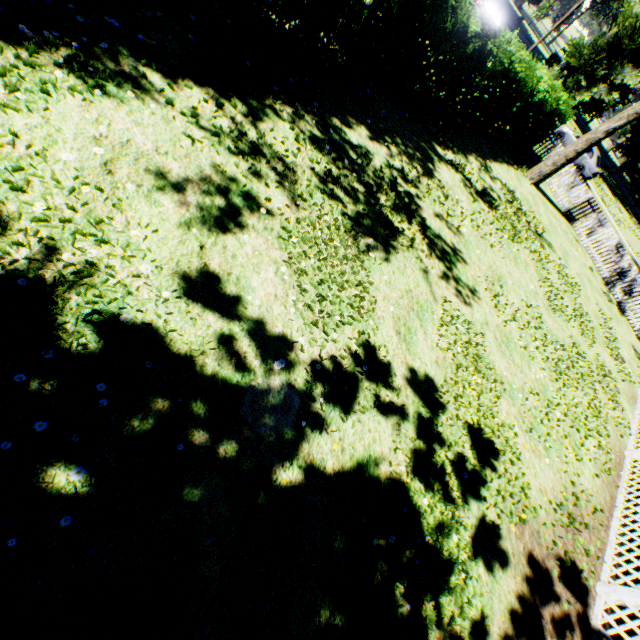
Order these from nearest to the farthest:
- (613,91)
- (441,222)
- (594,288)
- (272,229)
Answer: (272,229)
(441,222)
(594,288)
(613,91)

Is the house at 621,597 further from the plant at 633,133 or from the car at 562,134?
the car at 562,134

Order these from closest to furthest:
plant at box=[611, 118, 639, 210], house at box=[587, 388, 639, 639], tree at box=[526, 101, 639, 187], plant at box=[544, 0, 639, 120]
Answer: house at box=[587, 388, 639, 639] < tree at box=[526, 101, 639, 187] < plant at box=[544, 0, 639, 120] < plant at box=[611, 118, 639, 210]

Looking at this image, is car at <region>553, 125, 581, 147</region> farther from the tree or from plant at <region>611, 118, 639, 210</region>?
the tree

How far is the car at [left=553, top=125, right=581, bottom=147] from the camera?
24.0 meters

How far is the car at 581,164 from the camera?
23.6m

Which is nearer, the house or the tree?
the house

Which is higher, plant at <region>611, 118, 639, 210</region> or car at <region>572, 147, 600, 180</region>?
plant at <region>611, 118, 639, 210</region>
